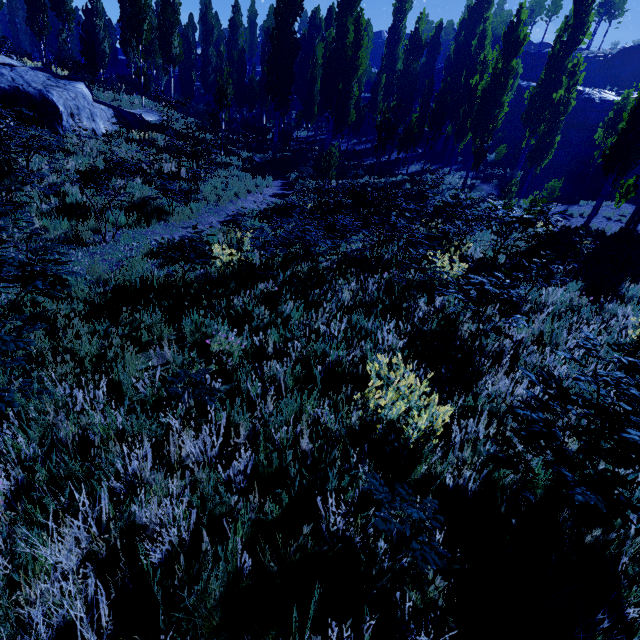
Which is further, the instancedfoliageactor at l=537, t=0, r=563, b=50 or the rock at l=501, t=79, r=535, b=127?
the instancedfoliageactor at l=537, t=0, r=563, b=50

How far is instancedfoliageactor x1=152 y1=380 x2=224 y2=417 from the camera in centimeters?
279cm

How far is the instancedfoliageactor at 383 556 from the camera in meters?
1.7 m

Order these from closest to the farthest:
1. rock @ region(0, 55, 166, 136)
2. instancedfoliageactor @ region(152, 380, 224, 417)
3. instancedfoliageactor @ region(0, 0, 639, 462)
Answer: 1. instancedfoliageactor @ region(152, 380, 224, 417)
2. instancedfoliageactor @ region(0, 0, 639, 462)
3. rock @ region(0, 55, 166, 136)

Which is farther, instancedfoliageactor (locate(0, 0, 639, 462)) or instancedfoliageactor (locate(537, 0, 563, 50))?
instancedfoliageactor (locate(537, 0, 563, 50))

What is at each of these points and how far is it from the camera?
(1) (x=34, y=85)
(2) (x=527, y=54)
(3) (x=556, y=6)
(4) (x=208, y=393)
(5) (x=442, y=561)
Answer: (1) rock, 12.01m
(2) rock, 53.25m
(3) instancedfoliageactor, 53.84m
(4) instancedfoliageactor, 2.88m
(5) instancedfoliageactor, 1.69m

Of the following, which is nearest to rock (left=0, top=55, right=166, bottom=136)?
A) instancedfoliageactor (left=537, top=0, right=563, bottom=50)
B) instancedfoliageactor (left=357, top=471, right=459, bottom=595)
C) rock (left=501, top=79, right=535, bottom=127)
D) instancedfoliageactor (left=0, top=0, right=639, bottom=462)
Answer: instancedfoliageactor (left=0, top=0, right=639, bottom=462)

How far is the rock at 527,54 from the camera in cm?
5191
